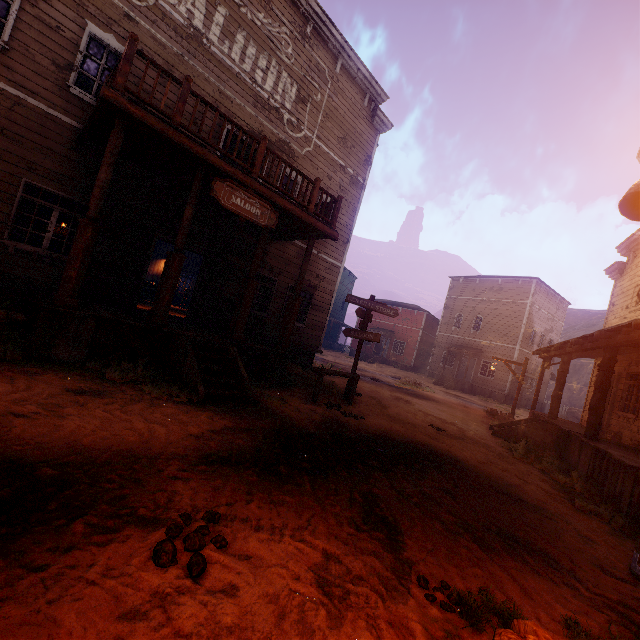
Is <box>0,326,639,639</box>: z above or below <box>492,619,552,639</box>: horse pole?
below

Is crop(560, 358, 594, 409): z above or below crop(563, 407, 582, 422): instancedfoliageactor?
above

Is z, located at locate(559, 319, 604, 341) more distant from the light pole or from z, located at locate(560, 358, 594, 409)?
the light pole

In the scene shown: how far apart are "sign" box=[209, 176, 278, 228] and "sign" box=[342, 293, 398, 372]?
3.30m

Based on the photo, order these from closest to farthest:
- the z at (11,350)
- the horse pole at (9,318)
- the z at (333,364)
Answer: the z at (11,350) < the horse pole at (9,318) < the z at (333,364)

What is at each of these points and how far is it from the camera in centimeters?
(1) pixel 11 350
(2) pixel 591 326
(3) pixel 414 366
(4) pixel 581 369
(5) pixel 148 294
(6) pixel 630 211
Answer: (1) z, 529cm
(2) z, 5872cm
(3) building, 3509cm
(4) z, 4441cm
(5) table, 1773cm
(6) light pole, 88cm

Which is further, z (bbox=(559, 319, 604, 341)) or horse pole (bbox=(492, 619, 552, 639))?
z (bbox=(559, 319, 604, 341))

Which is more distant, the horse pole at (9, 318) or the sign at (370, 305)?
the sign at (370, 305)
